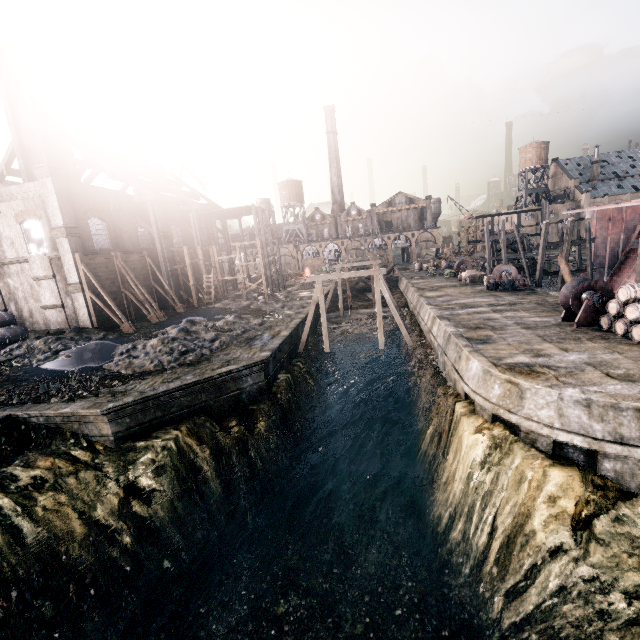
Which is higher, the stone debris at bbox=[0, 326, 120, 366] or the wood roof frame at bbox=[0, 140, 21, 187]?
the wood roof frame at bbox=[0, 140, 21, 187]

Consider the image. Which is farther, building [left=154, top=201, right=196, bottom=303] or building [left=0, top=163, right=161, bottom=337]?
building [left=154, top=201, right=196, bottom=303]

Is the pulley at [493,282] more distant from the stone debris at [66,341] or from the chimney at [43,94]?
the chimney at [43,94]

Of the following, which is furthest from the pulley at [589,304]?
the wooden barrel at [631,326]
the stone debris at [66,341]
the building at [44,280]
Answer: the building at [44,280]

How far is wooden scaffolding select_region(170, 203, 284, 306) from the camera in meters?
39.0 m

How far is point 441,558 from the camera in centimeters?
1452cm

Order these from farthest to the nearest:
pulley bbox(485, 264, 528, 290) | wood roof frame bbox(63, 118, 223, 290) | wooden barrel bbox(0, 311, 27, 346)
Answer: wood roof frame bbox(63, 118, 223, 290)
pulley bbox(485, 264, 528, 290)
wooden barrel bbox(0, 311, 27, 346)

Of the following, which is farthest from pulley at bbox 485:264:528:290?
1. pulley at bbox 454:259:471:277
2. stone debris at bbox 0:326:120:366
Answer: stone debris at bbox 0:326:120:366
